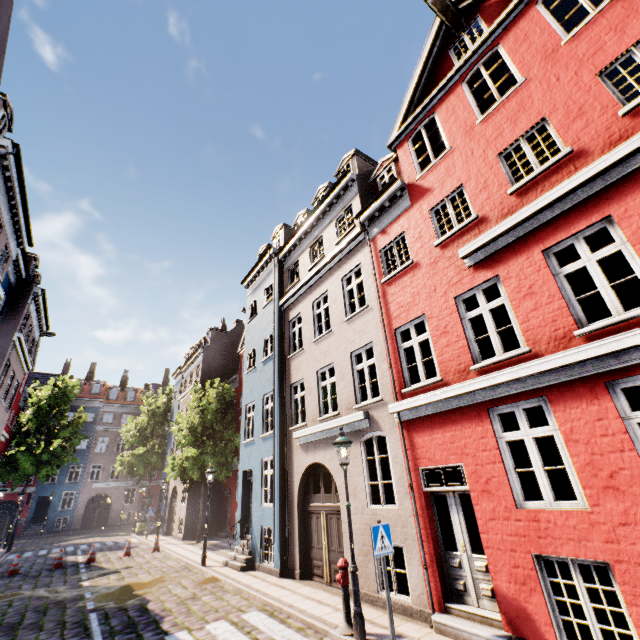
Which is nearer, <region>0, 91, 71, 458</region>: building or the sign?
the sign

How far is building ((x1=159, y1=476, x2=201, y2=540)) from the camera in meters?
21.5

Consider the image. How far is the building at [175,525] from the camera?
21.5 meters

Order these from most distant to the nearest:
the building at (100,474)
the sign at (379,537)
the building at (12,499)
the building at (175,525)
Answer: the building at (100,474)
the building at (12,499)
the building at (175,525)
the sign at (379,537)

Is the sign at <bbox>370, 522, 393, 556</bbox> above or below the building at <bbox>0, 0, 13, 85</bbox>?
below

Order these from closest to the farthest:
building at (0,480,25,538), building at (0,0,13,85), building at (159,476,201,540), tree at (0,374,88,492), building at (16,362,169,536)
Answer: building at (0,0,13,85) < building at (159,476,201,540) < tree at (0,374,88,492) < building at (0,480,25,538) < building at (16,362,169,536)

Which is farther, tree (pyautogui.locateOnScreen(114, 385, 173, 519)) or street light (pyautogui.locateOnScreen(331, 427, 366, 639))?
tree (pyautogui.locateOnScreen(114, 385, 173, 519))

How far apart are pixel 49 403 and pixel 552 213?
37.00m
